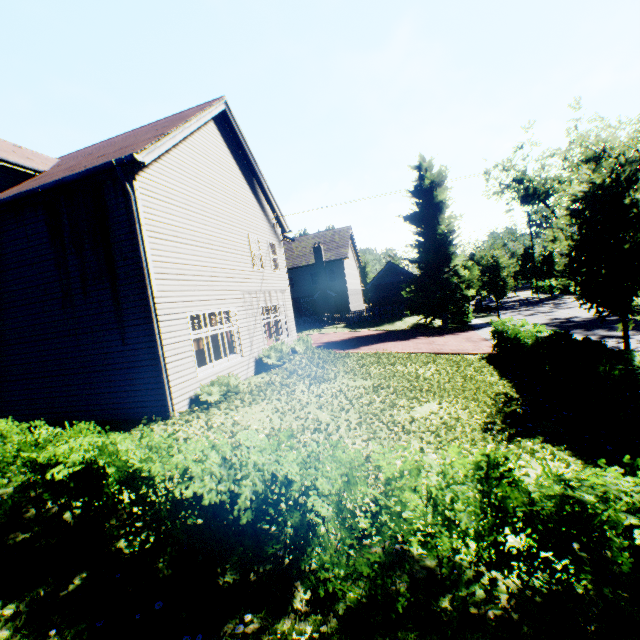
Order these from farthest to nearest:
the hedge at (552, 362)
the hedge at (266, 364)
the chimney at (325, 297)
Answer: the chimney at (325, 297) → the hedge at (266, 364) → the hedge at (552, 362)

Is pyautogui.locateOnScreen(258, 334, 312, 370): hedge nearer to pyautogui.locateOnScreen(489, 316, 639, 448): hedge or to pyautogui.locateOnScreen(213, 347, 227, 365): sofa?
pyautogui.locateOnScreen(213, 347, 227, 365): sofa

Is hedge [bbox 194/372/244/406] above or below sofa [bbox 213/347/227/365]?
below

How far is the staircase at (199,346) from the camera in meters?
10.3 m

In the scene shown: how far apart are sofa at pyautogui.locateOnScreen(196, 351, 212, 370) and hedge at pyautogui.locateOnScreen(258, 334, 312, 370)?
3.25m

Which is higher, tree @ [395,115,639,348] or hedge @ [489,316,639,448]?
tree @ [395,115,639,348]

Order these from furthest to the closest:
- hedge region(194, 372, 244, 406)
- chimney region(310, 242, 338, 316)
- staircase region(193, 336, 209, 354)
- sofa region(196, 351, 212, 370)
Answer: chimney region(310, 242, 338, 316), sofa region(196, 351, 212, 370), staircase region(193, 336, 209, 354), hedge region(194, 372, 244, 406)

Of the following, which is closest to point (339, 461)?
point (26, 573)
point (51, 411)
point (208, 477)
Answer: point (208, 477)
